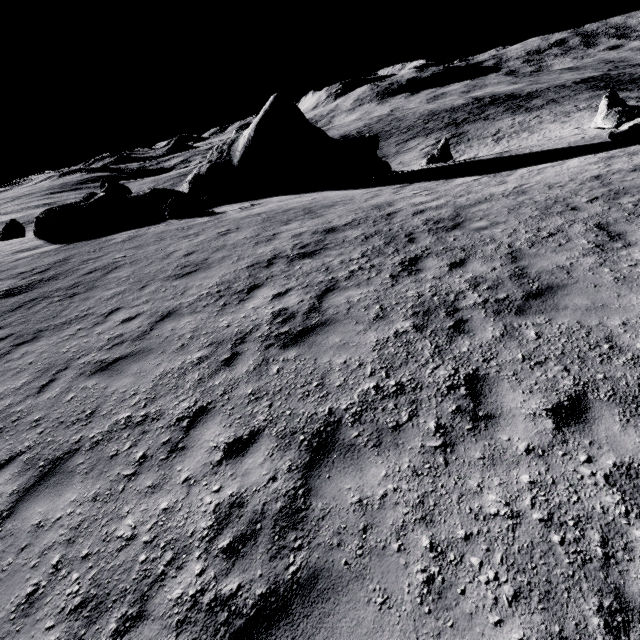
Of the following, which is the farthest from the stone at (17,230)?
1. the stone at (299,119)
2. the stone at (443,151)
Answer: the stone at (443,151)

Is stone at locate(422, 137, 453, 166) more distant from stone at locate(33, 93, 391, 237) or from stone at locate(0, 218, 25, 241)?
stone at locate(0, 218, 25, 241)

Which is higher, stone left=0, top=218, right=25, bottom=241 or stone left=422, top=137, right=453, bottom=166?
stone left=0, top=218, right=25, bottom=241

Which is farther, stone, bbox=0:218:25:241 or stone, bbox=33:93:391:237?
stone, bbox=0:218:25:241

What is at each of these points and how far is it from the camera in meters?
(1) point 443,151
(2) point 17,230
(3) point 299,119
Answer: (1) stone, 21.0
(2) stone, 31.5
(3) stone, 23.3

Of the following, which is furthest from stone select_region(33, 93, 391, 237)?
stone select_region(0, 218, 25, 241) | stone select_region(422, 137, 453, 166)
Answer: stone select_region(0, 218, 25, 241)
